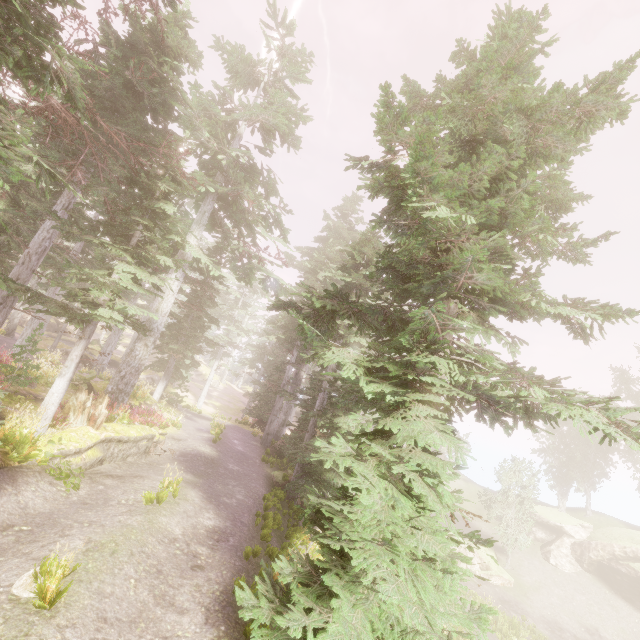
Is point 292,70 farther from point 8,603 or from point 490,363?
point 8,603

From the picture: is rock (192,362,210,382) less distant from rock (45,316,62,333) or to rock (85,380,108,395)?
rock (45,316,62,333)

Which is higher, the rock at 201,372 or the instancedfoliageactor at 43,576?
the rock at 201,372

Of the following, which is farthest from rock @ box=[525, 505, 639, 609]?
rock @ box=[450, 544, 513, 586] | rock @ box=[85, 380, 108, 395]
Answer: rock @ box=[85, 380, 108, 395]

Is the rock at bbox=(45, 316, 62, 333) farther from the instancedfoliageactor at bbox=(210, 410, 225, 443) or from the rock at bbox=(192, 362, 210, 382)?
the rock at bbox=(192, 362, 210, 382)

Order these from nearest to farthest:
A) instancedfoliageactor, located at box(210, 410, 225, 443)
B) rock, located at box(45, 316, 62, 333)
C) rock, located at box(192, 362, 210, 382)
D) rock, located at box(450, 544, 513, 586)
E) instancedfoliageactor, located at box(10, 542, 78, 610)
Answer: instancedfoliageactor, located at box(10, 542, 78, 610) < instancedfoliageactor, located at box(210, 410, 225, 443) < rock, located at box(450, 544, 513, 586) < rock, located at box(45, 316, 62, 333) < rock, located at box(192, 362, 210, 382)

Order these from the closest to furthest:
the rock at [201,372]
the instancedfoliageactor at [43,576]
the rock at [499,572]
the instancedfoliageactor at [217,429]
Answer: the instancedfoliageactor at [43,576]
the instancedfoliageactor at [217,429]
the rock at [499,572]
the rock at [201,372]

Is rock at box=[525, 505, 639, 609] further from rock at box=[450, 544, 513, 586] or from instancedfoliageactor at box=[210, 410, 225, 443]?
rock at box=[450, 544, 513, 586]
